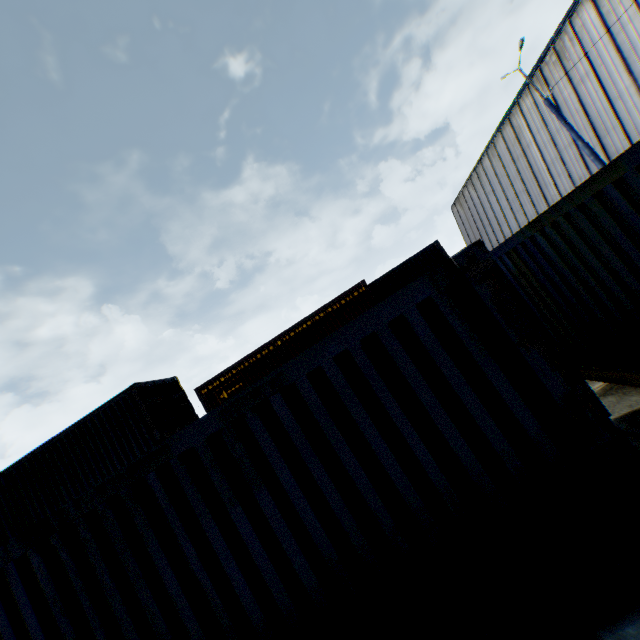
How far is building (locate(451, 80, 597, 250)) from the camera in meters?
20.4

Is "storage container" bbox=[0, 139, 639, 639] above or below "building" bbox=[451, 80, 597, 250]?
below

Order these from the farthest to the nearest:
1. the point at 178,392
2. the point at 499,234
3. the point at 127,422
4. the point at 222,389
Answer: the point at 499,234, the point at 222,389, the point at 178,392, the point at 127,422

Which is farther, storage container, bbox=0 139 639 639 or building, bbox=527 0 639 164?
building, bbox=527 0 639 164

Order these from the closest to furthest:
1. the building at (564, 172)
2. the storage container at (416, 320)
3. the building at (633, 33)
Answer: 1. the storage container at (416, 320)
2. the building at (633, 33)
3. the building at (564, 172)

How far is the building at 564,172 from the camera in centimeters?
2041cm

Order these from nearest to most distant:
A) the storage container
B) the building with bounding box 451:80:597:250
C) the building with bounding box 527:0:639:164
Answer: the storage container, the building with bounding box 527:0:639:164, the building with bounding box 451:80:597:250
